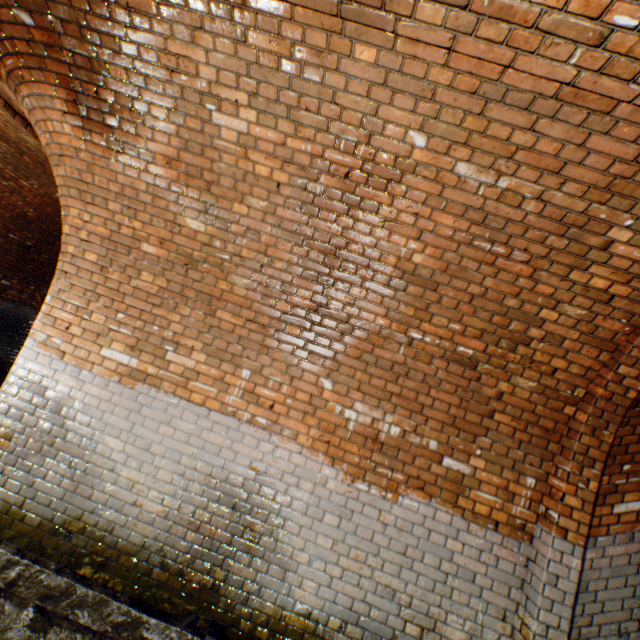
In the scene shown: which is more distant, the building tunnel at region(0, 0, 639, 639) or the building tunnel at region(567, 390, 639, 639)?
the building tunnel at region(567, 390, 639, 639)

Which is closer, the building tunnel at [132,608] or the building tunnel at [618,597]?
the building tunnel at [132,608]

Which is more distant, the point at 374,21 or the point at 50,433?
the point at 50,433

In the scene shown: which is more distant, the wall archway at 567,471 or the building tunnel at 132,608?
the wall archway at 567,471

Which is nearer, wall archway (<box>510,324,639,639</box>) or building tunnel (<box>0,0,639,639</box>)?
building tunnel (<box>0,0,639,639</box>)
